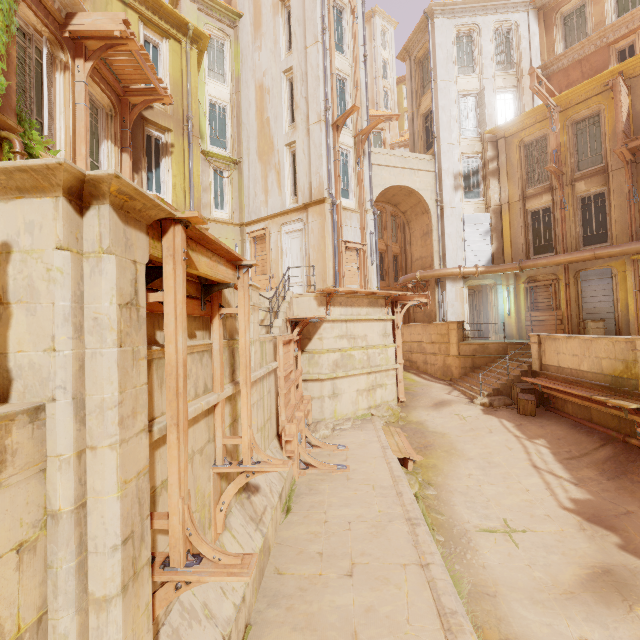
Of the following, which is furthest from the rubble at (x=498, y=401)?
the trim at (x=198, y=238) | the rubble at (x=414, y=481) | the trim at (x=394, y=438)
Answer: the trim at (x=198, y=238)

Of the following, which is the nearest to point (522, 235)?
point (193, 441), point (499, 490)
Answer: point (499, 490)

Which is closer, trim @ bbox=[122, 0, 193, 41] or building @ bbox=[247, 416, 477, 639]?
building @ bbox=[247, 416, 477, 639]

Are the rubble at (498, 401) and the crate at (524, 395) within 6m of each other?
yes

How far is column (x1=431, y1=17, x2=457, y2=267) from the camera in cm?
1892

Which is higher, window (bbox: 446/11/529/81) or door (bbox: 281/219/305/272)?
window (bbox: 446/11/529/81)

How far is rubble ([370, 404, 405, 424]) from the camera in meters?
Result: 12.7

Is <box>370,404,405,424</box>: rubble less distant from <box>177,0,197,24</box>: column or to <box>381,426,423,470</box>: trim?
<box>381,426,423,470</box>: trim
